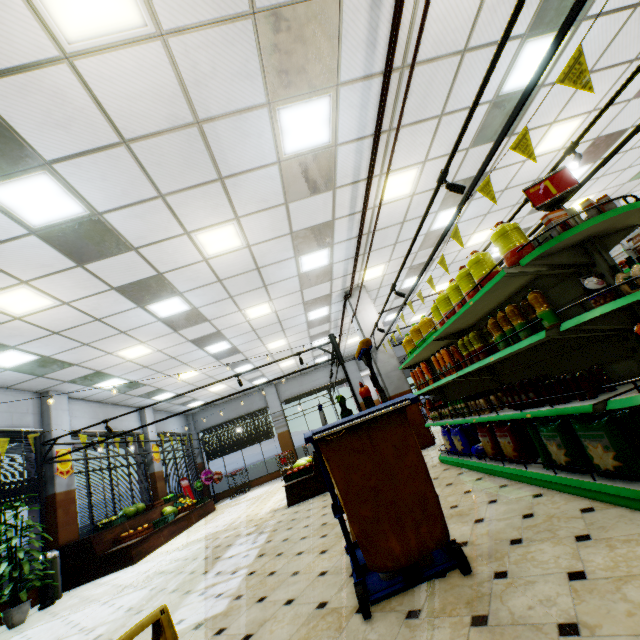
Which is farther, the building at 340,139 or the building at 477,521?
the building at 340,139

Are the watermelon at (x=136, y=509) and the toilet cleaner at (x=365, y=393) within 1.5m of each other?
no

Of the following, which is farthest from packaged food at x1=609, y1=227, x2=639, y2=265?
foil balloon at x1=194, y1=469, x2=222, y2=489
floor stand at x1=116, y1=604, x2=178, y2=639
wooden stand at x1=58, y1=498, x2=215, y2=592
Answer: foil balloon at x1=194, y1=469, x2=222, y2=489

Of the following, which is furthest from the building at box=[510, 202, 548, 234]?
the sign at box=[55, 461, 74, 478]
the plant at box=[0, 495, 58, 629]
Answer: the plant at box=[0, 495, 58, 629]

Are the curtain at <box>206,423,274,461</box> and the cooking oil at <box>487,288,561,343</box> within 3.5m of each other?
no

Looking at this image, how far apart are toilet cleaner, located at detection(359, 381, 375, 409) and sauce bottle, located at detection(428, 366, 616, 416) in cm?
174

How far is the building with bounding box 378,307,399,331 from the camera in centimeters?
968cm

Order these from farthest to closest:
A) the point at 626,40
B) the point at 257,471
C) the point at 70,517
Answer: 1. the point at 257,471
2. the point at 70,517
3. the point at 626,40
